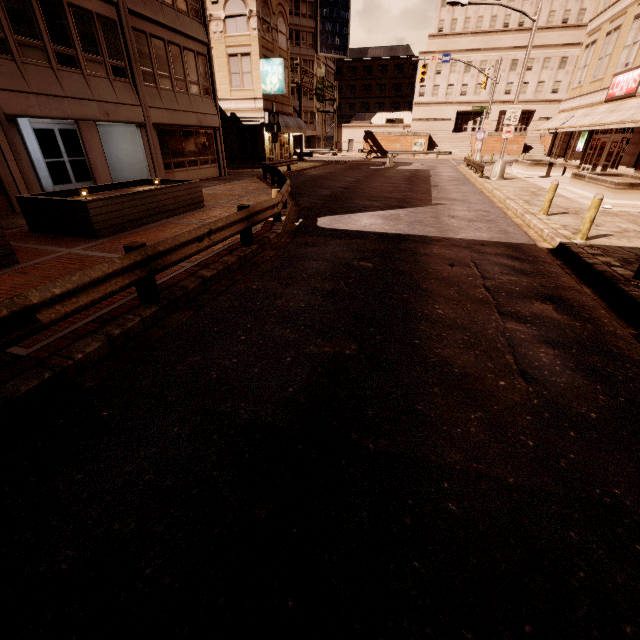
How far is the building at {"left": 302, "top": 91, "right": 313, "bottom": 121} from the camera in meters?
58.2

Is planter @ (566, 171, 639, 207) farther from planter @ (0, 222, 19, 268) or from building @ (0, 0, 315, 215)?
building @ (0, 0, 315, 215)

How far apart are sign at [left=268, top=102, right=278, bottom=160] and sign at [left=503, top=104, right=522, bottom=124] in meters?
15.6

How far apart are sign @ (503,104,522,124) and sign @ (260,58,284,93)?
16.89m

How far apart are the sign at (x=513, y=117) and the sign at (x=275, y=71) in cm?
1689

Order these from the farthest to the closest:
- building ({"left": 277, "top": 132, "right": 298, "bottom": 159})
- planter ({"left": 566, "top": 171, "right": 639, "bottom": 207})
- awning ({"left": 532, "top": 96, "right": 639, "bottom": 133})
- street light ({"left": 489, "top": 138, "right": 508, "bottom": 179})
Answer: building ({"left": 277, "top": 132, "right": 298, "bottom": 159}), street light ({"left": 489, "top": 138, "right": 508, "bottom": 179}), awning ({"left": 532, "top": 96, "right": 639, "bottom": 133}), planter ({"left": 566, "top": 171, "right": 639, "bottom": 207})

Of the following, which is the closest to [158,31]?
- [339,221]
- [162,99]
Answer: [162,99]

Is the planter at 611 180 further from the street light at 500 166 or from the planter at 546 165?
the planter at 546 165
